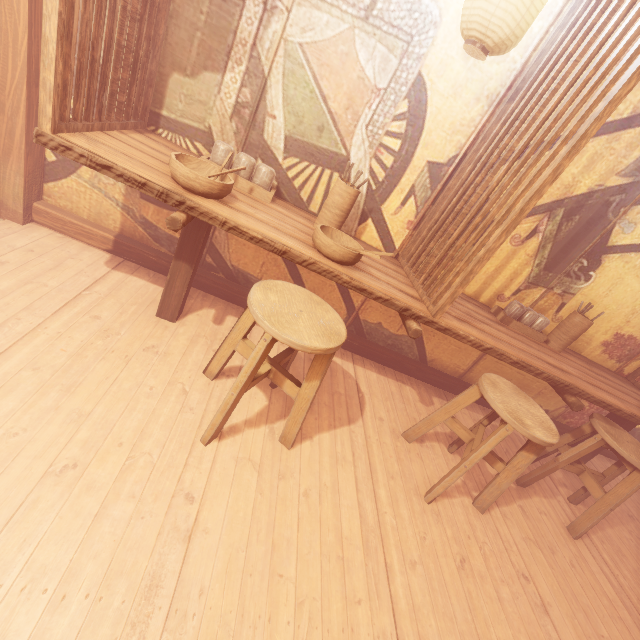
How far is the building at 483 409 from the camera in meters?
5.2 m

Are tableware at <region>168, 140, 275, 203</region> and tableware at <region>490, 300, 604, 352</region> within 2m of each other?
no

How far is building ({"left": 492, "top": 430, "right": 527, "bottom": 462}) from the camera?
4.9m

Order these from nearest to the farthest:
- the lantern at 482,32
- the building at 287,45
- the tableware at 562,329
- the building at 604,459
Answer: the lantern at 482,32 → the building at 287,45 → the tableware at 562,329 → the building at 604,459

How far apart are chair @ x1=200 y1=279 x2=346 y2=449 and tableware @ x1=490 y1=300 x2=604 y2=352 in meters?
2.8 m

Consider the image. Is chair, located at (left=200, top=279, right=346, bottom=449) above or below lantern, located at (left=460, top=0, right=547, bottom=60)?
below

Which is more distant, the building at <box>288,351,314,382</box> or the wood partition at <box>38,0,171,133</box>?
the building at <box>288,351,314,382</box>

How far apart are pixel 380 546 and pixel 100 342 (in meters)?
3.21
